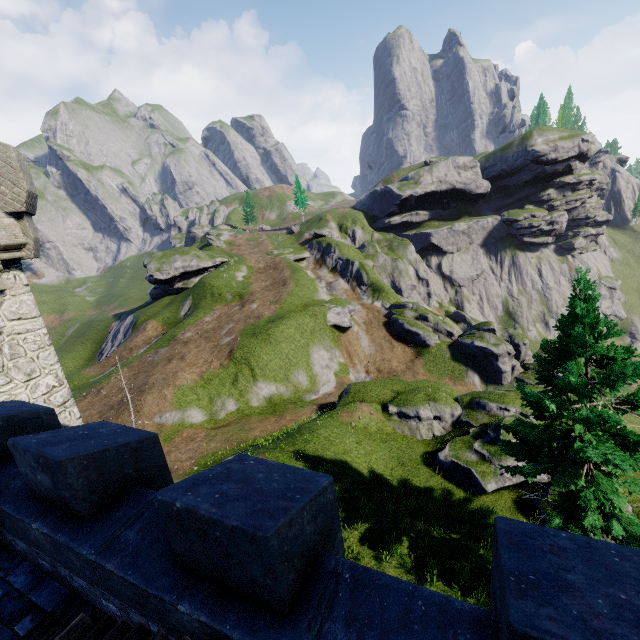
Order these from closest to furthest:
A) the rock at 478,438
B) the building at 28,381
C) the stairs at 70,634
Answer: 1. the stairs at 70,634
2. the building at 28,381
3. the rock at 478,438

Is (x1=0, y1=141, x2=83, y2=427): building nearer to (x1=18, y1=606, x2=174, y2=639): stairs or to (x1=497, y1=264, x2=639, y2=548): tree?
(x1=18, y1=606, x2=174, y2=639): stairs

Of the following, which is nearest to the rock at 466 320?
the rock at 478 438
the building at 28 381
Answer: the rock at 478 438

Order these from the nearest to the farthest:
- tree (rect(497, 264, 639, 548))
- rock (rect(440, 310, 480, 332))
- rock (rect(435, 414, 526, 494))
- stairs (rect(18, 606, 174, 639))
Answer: stairs (rect(18, 606, 174, 639)), tree (rect(497, 264, 639, 548)), rock (rect(435, 414, 526, 494)), rock (rect(440, 310, 480, 332))

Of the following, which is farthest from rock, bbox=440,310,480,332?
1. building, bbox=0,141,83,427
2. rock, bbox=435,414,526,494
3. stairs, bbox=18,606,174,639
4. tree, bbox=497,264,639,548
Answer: stairs, bbox=18,606,174,639

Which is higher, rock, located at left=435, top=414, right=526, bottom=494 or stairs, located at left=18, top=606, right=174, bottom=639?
stairs, located at left=18, top=606, right=174, bottom=639

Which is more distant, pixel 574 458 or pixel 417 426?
pixel 417 426

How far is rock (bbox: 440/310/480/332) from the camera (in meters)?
56.88
